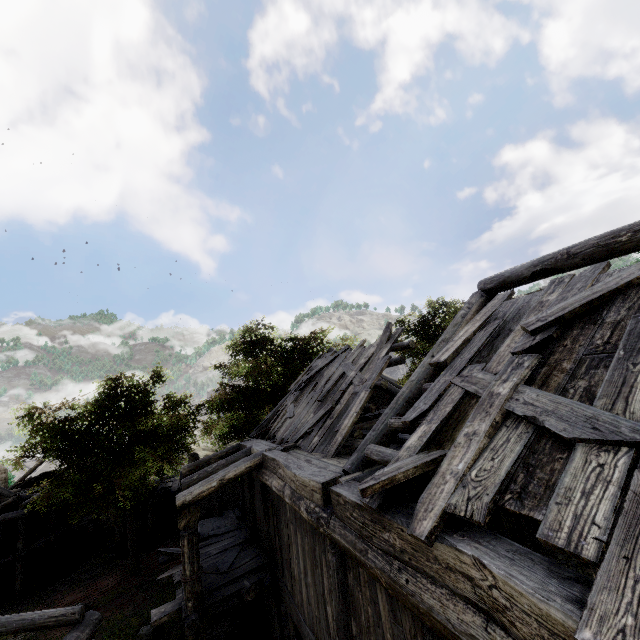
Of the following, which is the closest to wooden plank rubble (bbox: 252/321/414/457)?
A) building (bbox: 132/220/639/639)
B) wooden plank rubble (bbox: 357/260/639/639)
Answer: building (bbox: 132/220/639/639)

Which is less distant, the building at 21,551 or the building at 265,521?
the building at 265,521

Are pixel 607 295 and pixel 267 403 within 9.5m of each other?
no

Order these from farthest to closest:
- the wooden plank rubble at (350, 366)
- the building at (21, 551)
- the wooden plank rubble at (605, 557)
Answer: the building at (21, 551), the wooden plank rubble at (350, 366), the wooden plank rubble at (605, 557)

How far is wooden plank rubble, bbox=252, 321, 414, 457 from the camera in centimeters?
809cm

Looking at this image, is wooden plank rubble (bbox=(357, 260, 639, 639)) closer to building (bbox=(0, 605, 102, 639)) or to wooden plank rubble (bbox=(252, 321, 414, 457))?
building (bbox=(0, 605, 102, 639))

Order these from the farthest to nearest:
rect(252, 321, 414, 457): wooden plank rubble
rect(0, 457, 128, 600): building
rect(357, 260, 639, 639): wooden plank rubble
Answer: rect(0, 457, 128, 600): building → rect(252, 321, 414, 457): wooden plank rubble → rect(357, 260, 639, 639): wooden plank rubble

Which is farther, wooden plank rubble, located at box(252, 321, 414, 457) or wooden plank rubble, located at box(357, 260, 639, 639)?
wooden plank rubble, located at box(252, 321, 414, 457)
